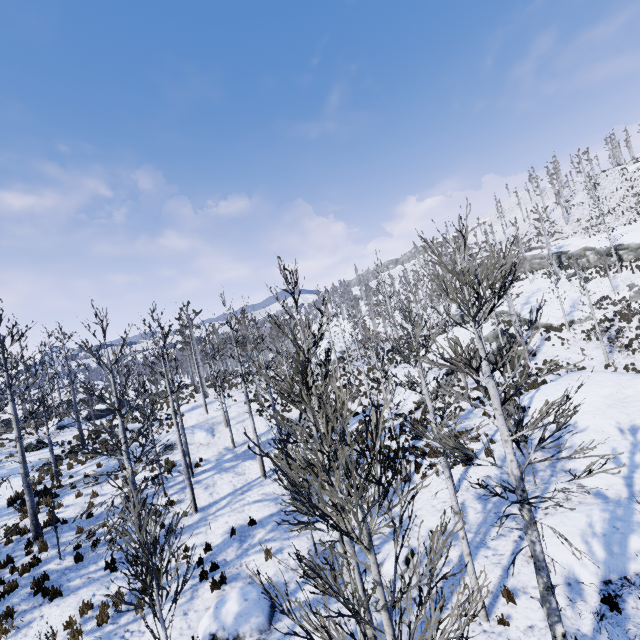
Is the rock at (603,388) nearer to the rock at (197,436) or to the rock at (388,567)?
the rock at (388,567)

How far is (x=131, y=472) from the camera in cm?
1059

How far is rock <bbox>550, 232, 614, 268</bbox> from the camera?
38.66m

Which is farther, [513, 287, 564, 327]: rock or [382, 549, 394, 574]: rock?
[513, 287, 564, 327]: rock

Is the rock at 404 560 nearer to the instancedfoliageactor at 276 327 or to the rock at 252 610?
the instancedfoliageactor at 276 327

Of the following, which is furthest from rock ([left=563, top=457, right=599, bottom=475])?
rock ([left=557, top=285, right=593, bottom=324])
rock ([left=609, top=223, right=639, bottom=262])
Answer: rock ([left=609, top=223, right=639, bottom=262])

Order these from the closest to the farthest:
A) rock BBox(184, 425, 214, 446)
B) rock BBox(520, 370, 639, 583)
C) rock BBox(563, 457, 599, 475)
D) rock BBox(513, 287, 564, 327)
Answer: rock BBox(520, 370, 639, 583), rock BBox(563, 457, 599, 475), rock BBox(184, 425, 214, 446), rock BBox(513, 287, 564, 327)

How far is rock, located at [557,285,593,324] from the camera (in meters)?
→ 32.53
